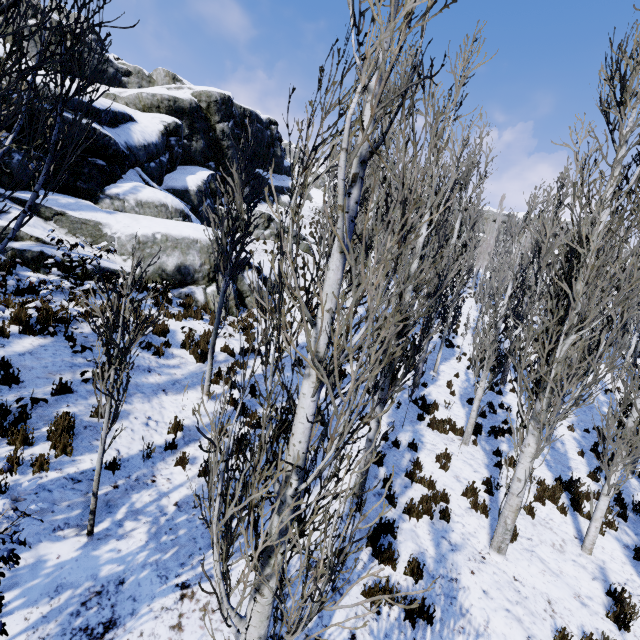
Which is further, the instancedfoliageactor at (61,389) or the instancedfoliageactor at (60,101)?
the instancedfoliageactor at (61,389)

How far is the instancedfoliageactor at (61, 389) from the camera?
6.0m

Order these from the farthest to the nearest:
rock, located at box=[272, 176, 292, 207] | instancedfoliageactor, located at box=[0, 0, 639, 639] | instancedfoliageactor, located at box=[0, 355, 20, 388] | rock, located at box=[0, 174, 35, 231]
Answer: rock, located at box=[272, 176, 292, 207] → rock, located at box=[0, 174, 35, 231] → instancedfoliageactor, located at box=[0, 355, 20, 388] → instancedfoliageactor, located at box=[0, 0, 639, 639]

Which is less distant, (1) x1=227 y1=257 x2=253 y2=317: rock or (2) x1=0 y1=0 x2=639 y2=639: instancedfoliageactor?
(2) x1=0 y1=0 x2=639 y2=639: instancedfoliageactor

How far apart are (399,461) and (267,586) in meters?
7.3 m

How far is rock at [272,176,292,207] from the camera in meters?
33.0 m

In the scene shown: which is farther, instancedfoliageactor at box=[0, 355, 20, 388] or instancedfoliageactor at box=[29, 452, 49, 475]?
instancedfoliageactor at box=[0, 355, 20, 388]
